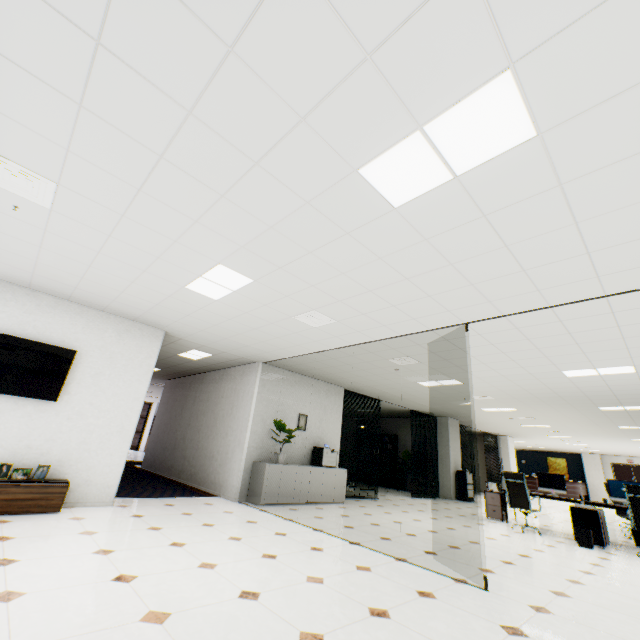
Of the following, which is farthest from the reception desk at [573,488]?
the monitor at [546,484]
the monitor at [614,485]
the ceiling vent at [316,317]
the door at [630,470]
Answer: the ceiling vent at [316,317]

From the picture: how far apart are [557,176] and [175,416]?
11.01m

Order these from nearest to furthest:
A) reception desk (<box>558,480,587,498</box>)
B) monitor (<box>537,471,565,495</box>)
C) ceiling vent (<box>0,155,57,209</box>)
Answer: ceiling vent (<box>0,155,57,209</box>), monitor (<box>537,471,565,495</box>), reception desk (<box>558,480,587,498</box>)

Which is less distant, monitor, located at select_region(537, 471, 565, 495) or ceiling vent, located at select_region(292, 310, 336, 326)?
ceiling vent, located at select_region(292, 310, 336, 326)

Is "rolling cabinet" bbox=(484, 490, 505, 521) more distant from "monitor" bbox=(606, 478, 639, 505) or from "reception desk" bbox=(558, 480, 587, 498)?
"reception desk" bbox=(558, 480, 587, 498)

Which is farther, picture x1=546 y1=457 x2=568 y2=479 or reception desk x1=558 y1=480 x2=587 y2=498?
picture x1=546 y1=457 x2=568 y2=479

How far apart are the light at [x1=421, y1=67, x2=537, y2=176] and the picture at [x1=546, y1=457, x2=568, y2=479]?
29.8m

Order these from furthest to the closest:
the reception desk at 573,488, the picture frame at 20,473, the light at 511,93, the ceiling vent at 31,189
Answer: the reception desk at 573,488
the picture frame at 20,473
the ceiling vent at 31,189
the light at 511,93
